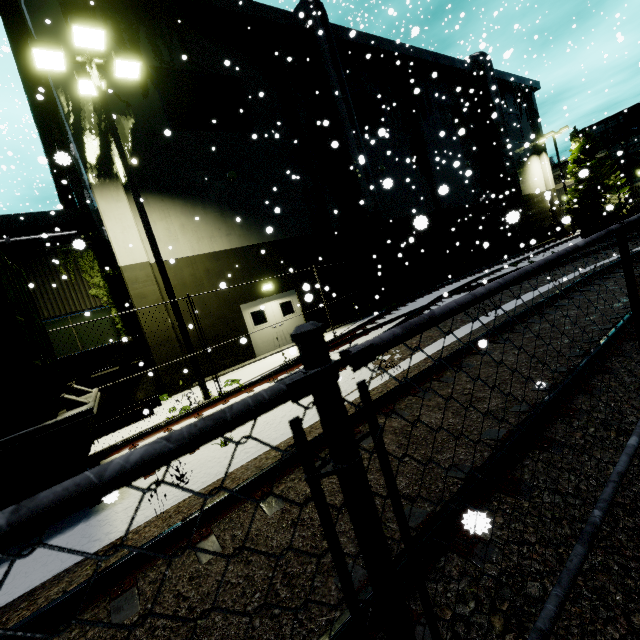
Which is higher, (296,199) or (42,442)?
(296,199)

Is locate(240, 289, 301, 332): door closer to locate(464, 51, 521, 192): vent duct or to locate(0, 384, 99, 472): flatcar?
locate(0, 384, 99, 472): flatcar

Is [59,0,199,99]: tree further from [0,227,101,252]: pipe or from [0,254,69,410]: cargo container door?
[0,227,101,252]: pipe

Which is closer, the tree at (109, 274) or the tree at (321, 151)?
the tree at (109, 274)

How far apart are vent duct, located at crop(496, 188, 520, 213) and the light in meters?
26.1 m

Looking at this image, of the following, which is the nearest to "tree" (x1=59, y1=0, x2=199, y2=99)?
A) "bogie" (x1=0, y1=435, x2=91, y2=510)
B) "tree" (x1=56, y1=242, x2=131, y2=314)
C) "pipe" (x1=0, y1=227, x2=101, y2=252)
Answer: "pipe" (x1=0, y1=227, x2=101, y2=252)

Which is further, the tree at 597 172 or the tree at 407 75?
the tree at 597 172

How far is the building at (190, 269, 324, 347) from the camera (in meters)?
13.39
